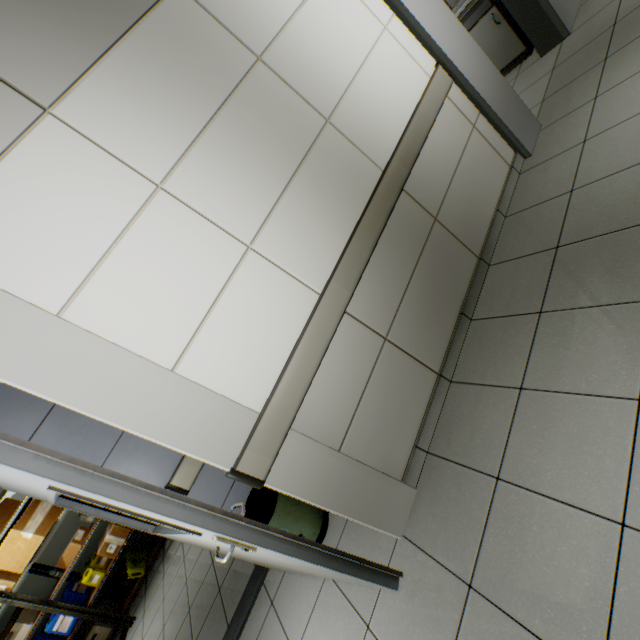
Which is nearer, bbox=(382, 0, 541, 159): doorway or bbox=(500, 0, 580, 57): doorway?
bbox=(382, 0, 541, 159): doorway

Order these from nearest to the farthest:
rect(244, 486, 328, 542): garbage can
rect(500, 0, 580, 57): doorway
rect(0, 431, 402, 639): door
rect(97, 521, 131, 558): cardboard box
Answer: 1. rect(0, 431, 402, 639): door
2. rect(244, 486, 328, 542): garbage can
3. rect(500, 0, 580, 57): doorway
4. rect(97, 521, 131, 558): cardboard box

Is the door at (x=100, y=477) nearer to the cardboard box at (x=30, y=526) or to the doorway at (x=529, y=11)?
the cardboard box at (x=30, y=526)

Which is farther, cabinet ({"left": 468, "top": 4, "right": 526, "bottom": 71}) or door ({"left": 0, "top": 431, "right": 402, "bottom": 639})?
cabinet ({"left": 468, "top": 4, "right": 526, "bottom": 71})

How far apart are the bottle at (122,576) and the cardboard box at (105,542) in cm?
44

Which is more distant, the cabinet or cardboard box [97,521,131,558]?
cardboard box [97,521,131,558]

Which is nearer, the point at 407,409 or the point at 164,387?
the point at 164,387

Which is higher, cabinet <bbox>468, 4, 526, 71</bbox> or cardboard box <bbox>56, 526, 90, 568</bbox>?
cardboard box <bbox>56, 526, 90, 568</bbox>
